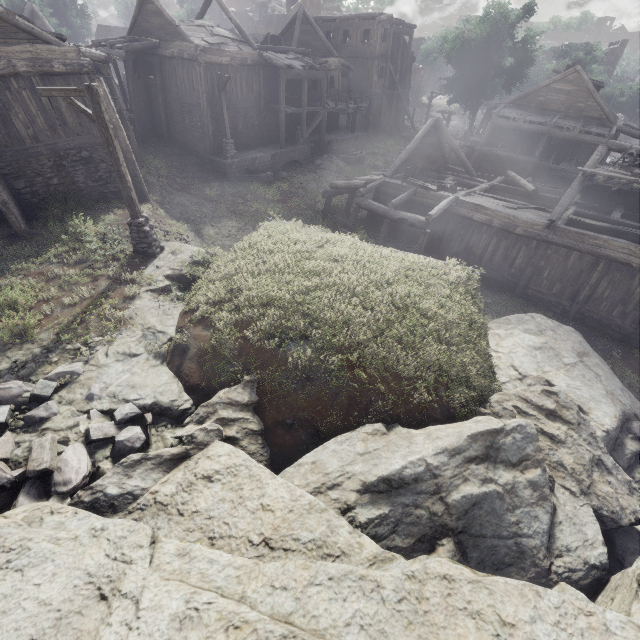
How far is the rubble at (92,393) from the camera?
6.68m

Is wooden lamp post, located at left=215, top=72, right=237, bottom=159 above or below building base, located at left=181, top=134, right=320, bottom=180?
above

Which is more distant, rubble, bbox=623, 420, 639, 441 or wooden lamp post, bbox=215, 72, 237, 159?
wooden lamp post, bbox=215, 72, 237, 159

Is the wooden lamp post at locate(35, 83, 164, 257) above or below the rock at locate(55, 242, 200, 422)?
above

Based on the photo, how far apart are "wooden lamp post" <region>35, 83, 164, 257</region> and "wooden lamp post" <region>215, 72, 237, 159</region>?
13.0 meters

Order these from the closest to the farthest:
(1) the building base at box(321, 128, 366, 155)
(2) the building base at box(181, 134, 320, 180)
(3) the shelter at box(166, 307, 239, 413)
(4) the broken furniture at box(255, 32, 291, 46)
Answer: (3) the shelter at box(166, 307, 239, 413)
(2) the building base at box(181, 134, 320, 180)
(4) the broken furniture at box(255, 32, 291, 46)
(1) the building base at box(321, 128, 366, 155)

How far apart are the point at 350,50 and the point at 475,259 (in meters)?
27.95

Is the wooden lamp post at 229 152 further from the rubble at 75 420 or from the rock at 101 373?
the rubble at 75 420
